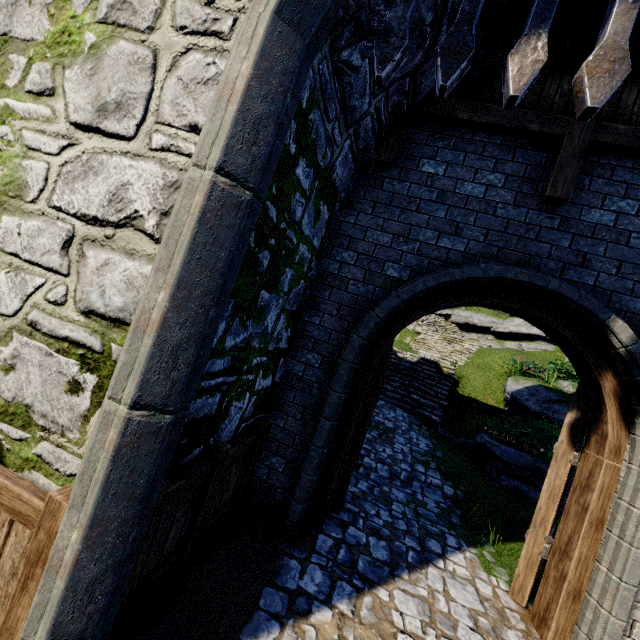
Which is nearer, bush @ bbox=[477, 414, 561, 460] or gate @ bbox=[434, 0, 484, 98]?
gate @ bbox=[434, 0, 484, 98]

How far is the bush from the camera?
8.05m

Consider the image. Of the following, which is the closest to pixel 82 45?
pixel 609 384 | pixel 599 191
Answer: pixel 599 191

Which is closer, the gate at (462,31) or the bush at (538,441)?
the gate at (462,31)

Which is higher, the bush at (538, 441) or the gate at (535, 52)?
the gate at (535, 52)

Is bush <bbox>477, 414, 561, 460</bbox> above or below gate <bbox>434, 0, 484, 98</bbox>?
below
